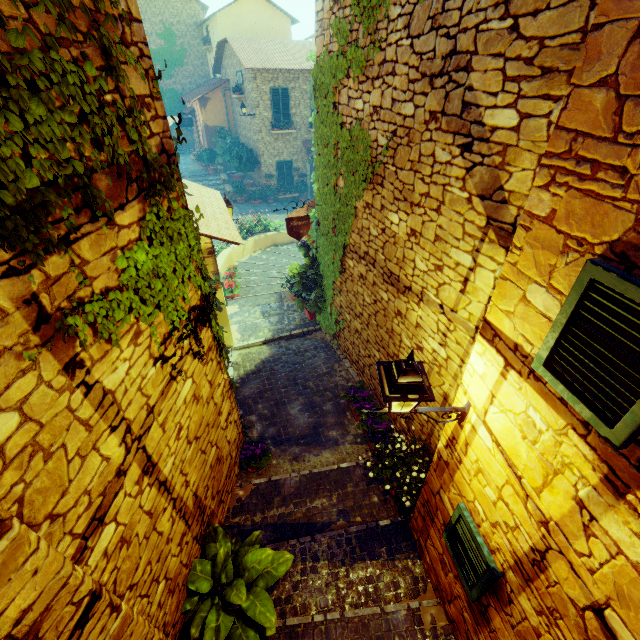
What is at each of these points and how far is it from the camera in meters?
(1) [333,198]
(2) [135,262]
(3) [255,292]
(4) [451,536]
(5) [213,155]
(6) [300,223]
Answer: (1) vines, 6.0
(2) vines, 2.4
(3) stair, 10.8
(4) window, 3.2
(5) flower pot, 23.2
(6) sign post, 6.4

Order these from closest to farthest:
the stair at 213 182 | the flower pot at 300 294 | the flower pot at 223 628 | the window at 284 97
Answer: the flower pot at 223 628 → the flower pot at 300 294 → the window at 284 97 → the stair at 213 182

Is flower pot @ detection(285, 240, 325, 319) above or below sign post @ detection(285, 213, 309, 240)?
below

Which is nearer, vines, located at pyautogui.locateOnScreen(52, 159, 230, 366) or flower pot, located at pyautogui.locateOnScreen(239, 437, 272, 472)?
vines, located at pyautogui.locateOnScreen(52, 159, 230, 366)

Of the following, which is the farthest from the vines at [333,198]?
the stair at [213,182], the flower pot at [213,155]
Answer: the flower pot at [213,155]

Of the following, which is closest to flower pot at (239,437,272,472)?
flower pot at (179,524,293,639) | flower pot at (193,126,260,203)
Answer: flower pot at (179,524,293,639)

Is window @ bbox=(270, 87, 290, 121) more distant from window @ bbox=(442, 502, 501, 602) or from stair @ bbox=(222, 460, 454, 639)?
window @ bbox=(442, 502, 501, 602)

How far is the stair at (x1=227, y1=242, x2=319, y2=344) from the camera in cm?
864
